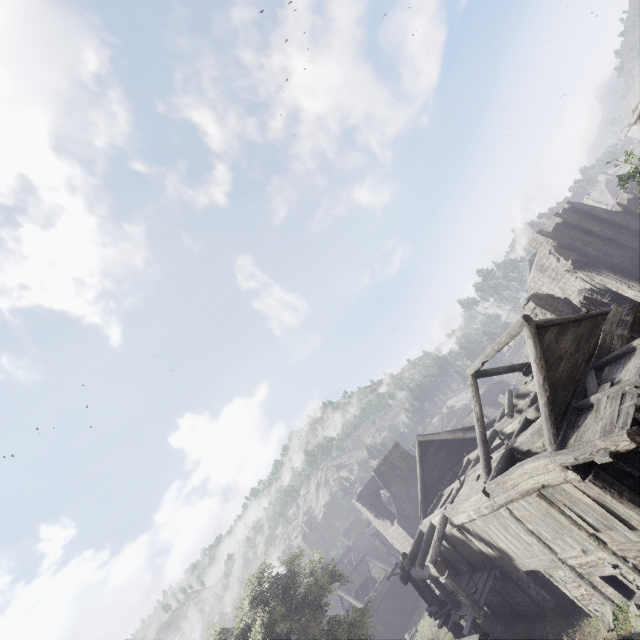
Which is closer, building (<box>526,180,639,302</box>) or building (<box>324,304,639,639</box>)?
building (<box>324,304,639,639</box>)

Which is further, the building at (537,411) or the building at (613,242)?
the building at (613,242)

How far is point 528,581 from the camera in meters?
14.0 m
